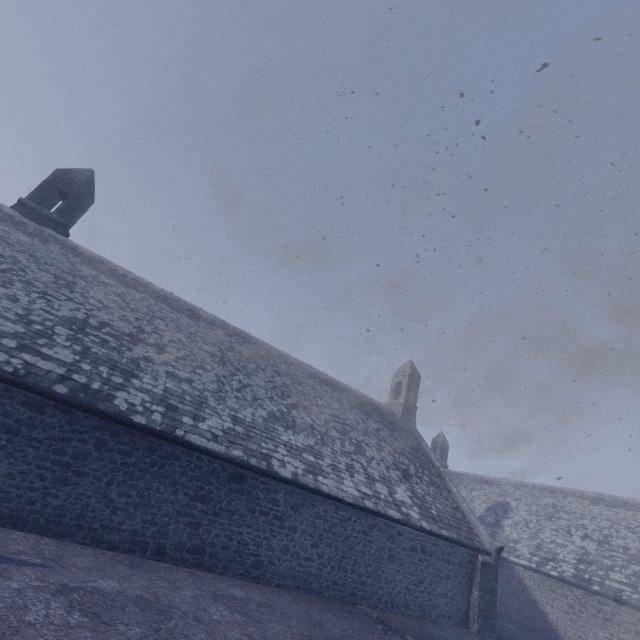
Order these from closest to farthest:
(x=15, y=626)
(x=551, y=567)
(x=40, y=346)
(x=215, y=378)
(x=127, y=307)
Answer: (x=15, y=626), (x=40, y=346), (x=215, y=378), (x=127, y=307), (x=551, y=567)
